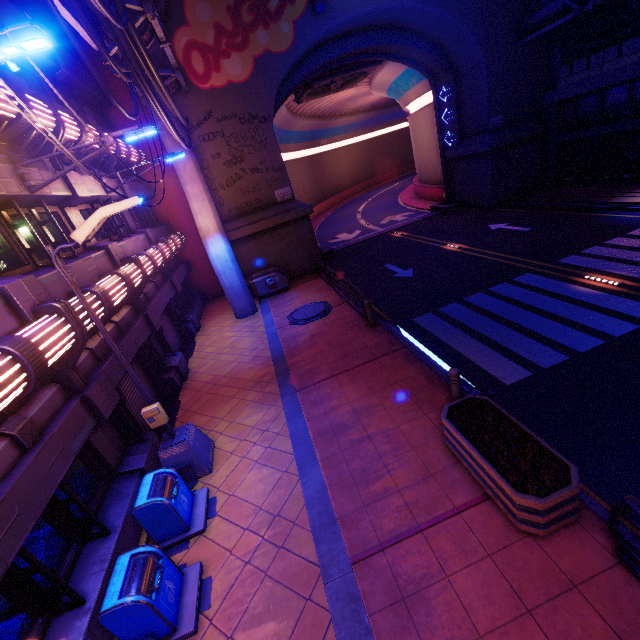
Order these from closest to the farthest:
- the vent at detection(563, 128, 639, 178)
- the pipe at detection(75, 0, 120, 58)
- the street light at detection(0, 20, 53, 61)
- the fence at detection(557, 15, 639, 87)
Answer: the street light at detection(0, 20, 53, 61) → the pipe at detection(75, 0, 120, 58) → the fence at detection(557, 15, 639, 87) → the vent at detection(563, 128, 639, 178)

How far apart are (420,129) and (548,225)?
18.1 meters

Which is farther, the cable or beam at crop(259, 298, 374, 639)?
the cable

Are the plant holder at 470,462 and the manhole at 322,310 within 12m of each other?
yes

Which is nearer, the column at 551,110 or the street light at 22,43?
the street light at 22,43

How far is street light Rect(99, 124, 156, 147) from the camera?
7.5m

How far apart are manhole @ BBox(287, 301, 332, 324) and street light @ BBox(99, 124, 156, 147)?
8.3 meters

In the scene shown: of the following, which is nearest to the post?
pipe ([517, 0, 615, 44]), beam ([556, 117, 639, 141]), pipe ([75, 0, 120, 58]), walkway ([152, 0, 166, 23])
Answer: pipe ([75, 0, 120, 58])
